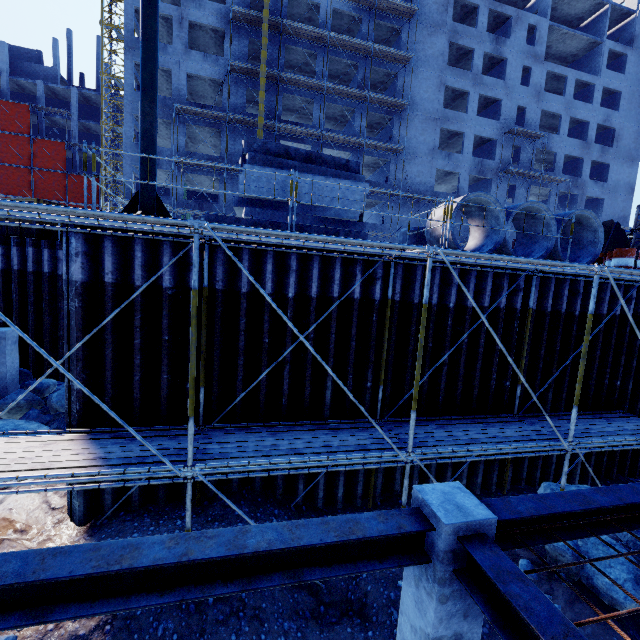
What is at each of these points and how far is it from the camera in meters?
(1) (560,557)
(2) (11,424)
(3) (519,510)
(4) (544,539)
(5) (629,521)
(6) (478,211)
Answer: (1) compgrassrocksplants, 6.4 m
(2) rock, 8.8 m
(3) steel beam, 3.6 m
(4) steel beam, 3.7 m
(5) steel beam, 4.1 m
(6) concrete pipe, 9.1 m

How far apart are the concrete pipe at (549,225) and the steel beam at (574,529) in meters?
5.6

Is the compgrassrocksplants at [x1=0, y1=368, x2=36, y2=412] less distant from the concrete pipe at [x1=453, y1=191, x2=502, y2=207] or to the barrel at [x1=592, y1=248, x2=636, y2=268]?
the concrete pipe at [x1=453, y1=191, x2=502, y2=207]

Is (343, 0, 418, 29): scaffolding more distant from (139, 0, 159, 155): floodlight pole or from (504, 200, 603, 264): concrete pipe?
(504, 200, 603, 264): concrete pipe

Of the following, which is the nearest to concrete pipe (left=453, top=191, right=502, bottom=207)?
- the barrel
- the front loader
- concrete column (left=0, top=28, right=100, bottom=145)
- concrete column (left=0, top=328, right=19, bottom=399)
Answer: the barrel

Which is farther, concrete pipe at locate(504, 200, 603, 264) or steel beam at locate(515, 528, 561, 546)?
concrete pipe at locate(504, 200, 603, 264)

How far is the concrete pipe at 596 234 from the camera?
8.9 meters

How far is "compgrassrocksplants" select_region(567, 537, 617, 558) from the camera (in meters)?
6.28
